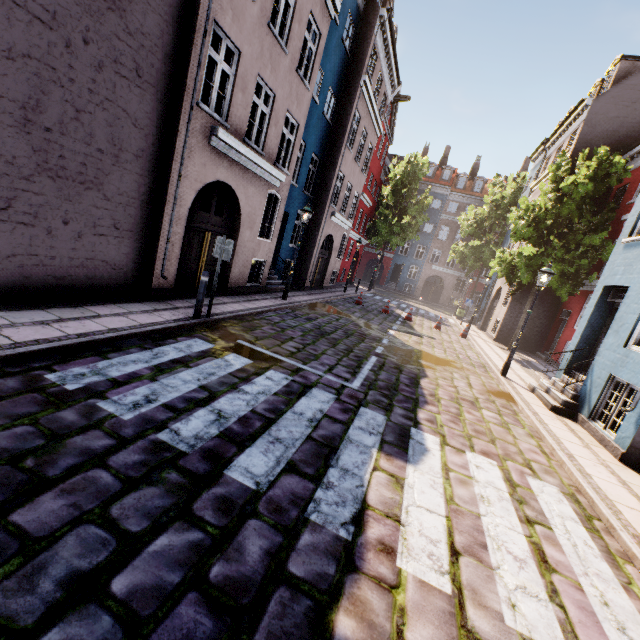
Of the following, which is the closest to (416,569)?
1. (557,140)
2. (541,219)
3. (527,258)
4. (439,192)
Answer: (527,258)

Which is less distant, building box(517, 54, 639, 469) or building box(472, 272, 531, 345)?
A: building box(517, 54, 639, 469)

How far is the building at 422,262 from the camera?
39.19m

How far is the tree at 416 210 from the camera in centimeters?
2967cm

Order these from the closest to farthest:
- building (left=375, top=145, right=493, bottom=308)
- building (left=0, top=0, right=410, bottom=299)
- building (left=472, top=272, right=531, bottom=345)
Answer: building (left=0, top=0, right=410, bottom=299) → building (left=472, top=272, right=531, bottom=345) → building (left=375, top=145, right=493, bottom=308)
